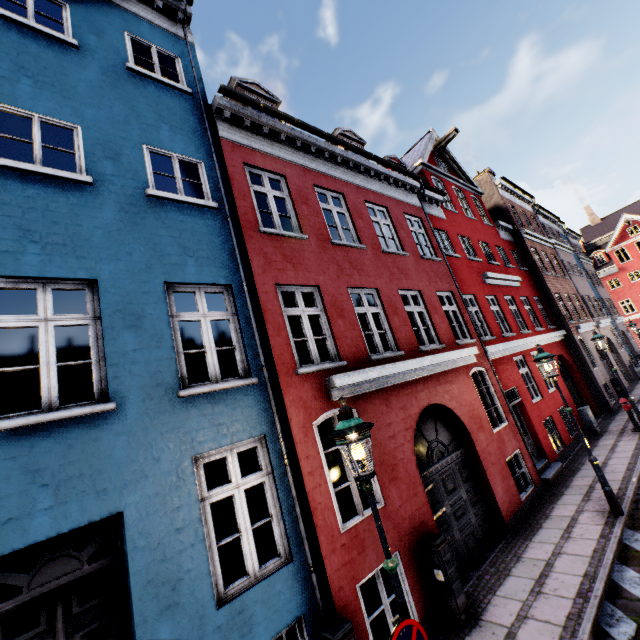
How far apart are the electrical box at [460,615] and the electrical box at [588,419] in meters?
11.6

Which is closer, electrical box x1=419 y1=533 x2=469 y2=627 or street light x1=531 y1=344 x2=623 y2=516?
electrical box x1=419 y1=533 x2=469 y2=627

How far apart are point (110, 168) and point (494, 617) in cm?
974

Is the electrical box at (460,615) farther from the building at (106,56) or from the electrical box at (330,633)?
the electrical box at (330,633)

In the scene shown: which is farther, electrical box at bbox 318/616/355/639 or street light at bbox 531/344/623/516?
street light at bbox 531/344/623/516

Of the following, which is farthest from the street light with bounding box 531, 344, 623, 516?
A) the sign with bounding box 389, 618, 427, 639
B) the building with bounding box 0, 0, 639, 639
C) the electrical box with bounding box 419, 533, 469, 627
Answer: the electrical box with bounding box 419, 533, 469, 627

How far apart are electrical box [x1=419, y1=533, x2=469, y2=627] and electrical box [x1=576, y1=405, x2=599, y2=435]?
11.55m

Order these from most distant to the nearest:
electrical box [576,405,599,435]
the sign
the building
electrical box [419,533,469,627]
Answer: electrical box [576,405,599,435]
electrical box [419,533,469,627]
the building
the sign
